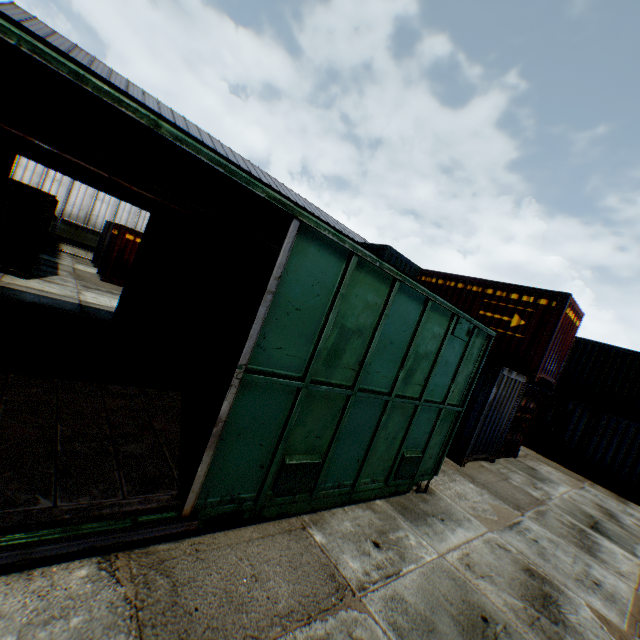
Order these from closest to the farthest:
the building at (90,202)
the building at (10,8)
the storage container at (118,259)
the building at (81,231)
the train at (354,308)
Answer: the train at (354,308), the storage container at (118,259), the building at (90,202), the building at (81,231), the building at (10,8)

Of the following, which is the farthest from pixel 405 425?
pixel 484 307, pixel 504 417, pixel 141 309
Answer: pixel 484 307

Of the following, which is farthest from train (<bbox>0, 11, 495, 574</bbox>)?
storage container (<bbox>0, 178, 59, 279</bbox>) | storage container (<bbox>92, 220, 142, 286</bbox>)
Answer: storage container (<bbox>0, 178, 59, 279</bbox>)

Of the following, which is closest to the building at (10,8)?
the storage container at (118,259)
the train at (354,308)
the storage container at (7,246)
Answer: the storage container at (7,246)

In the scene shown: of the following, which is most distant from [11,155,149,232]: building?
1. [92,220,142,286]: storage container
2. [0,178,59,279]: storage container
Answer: [92,220,142,286]: storage container

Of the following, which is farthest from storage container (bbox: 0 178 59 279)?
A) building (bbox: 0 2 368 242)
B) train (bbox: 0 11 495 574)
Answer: train (bbox: 0 11 495 574)

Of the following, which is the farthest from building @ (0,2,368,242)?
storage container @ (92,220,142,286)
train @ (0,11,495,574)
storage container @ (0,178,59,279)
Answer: train @ (0,11,495,574)
